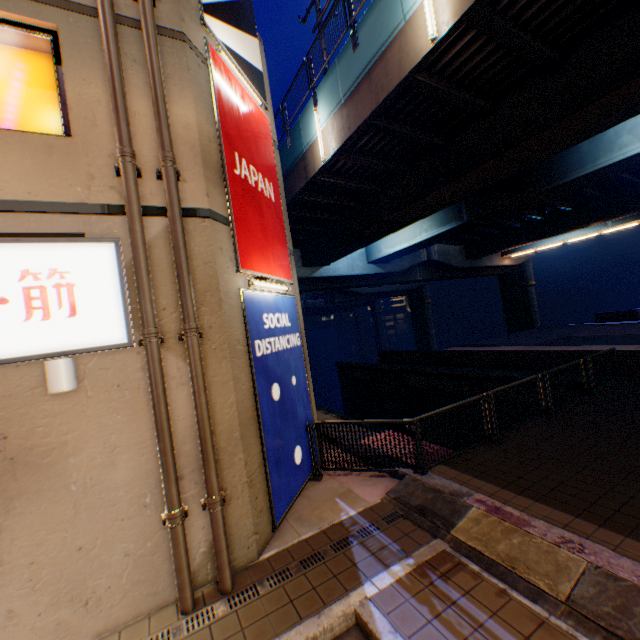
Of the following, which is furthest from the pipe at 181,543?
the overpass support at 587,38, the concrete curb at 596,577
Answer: the overpass support at 587,38

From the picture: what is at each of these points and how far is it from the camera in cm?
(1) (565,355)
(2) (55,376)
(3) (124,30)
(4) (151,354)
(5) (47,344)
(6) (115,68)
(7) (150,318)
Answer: (1) concrete block, 1307
(2) street lamp, 389
(3) building, 495
(4) pipe, 443
(5) sign, 402
(6) pipe, 452
(7) pipe, 446

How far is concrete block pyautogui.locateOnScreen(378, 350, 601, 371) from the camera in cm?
1333

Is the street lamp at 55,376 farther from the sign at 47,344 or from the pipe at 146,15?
the pipe at 146,15

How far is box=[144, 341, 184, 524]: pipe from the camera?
4.4 meters

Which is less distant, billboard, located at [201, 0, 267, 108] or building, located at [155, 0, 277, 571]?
building, located at [155, 0, 277, 571]

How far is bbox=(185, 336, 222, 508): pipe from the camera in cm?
465
